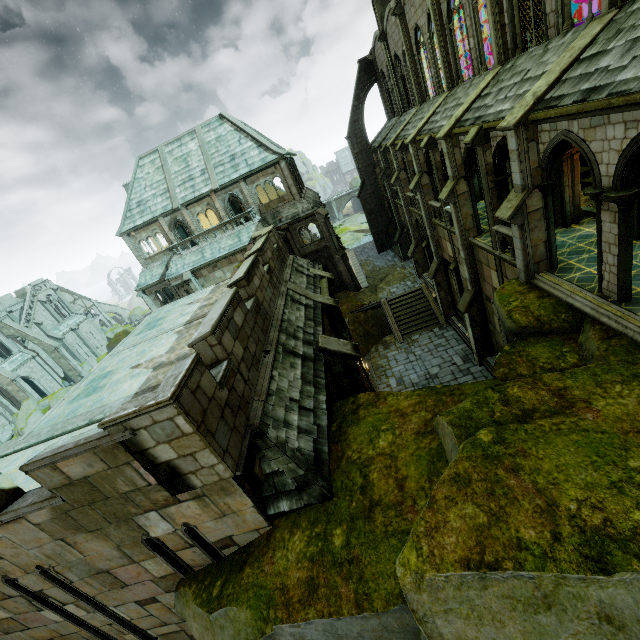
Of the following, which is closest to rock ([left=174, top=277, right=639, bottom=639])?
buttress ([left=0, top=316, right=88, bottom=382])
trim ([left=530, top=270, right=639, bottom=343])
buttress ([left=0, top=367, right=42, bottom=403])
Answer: trim ([left=530, top=270, right=639, bottom=343])

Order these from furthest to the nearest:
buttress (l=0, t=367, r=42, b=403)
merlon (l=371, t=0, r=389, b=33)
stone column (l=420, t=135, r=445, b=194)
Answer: buttress (l=0, t=367, r=42, b=403) < merlon (l=371, t=0, r=389, b=33) < stone column (l=420, t=135, r=445, b=194)

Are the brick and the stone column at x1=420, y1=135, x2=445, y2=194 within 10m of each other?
no

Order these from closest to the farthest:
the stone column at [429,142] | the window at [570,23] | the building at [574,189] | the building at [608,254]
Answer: the building at [608,254], the window at [570,23], the building at [574,189], the stone column at [429,142]

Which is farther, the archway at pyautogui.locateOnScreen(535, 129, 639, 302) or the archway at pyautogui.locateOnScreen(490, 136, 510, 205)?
the archway at pyautogui.locateOnScreen(490, 136, 510, 205)

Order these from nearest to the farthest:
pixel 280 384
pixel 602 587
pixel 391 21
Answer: pixel 602 587
pixel 280 384
pixel 391 21

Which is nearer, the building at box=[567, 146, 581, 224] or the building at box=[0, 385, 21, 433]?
the building at box=[567, 146, 581, 224]

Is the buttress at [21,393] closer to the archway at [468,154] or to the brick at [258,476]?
the brick at [258,476]
